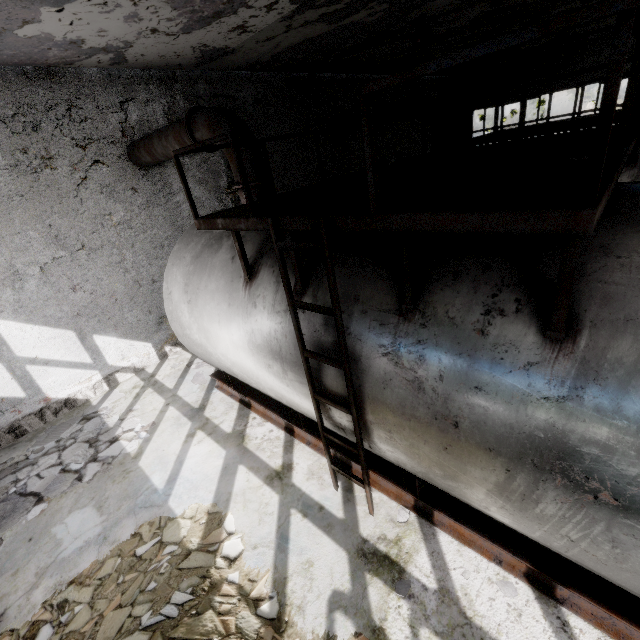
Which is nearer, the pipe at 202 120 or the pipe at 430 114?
the pipe at 202 120

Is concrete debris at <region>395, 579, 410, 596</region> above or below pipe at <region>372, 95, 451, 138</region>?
below

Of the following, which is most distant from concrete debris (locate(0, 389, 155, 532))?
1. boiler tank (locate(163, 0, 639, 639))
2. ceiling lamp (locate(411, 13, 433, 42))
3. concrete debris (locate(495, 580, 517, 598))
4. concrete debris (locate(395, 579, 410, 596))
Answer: ceiling lamp (locate(411, 13, 433, 42))

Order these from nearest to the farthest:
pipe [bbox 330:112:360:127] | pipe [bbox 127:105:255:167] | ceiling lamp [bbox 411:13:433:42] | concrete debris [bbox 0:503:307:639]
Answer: concrete debris [bbox 0:503:307:639]
pipe [bbox 127:105:255:167]
ceiling lamp [bbox 411:13:433:42]
pipe [bbox 330:112:360:127]

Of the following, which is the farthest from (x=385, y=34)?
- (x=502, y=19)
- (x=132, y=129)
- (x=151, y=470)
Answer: (x=151, y=470)

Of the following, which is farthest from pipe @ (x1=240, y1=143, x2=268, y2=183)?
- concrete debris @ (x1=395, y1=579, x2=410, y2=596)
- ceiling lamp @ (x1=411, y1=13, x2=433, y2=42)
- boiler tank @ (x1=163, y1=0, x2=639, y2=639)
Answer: concrete debris @ (x1=395, y1=579, x2=410, y2=596)

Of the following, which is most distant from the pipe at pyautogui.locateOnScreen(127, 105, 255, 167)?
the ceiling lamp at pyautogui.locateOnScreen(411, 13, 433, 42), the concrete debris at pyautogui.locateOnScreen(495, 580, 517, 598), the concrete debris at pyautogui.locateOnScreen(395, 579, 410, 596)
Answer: the concrete debris at pyautogui.locateOnScreen(395, 579, 410, 596)
